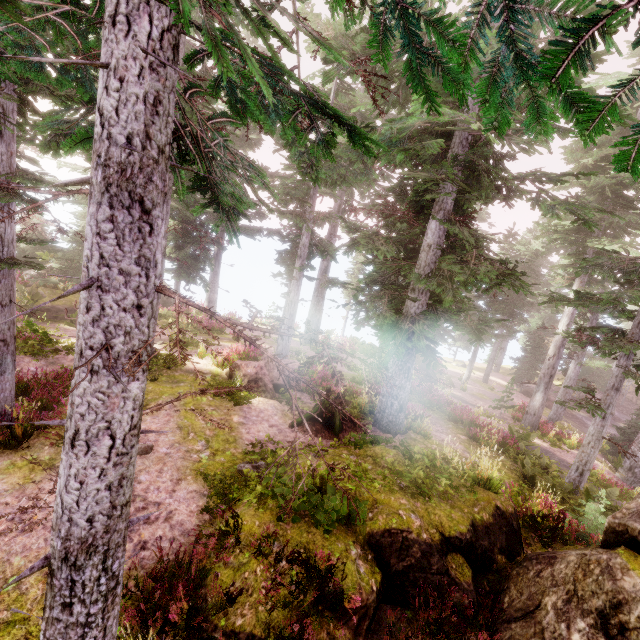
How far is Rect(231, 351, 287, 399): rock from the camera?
12.8m

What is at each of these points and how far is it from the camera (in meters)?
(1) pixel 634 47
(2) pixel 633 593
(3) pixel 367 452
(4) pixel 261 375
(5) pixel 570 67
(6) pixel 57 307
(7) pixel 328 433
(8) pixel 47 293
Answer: (1) instancedfoliageactor, 0.91
(2) rock, 4.93
(3) rock, 10.02
(4) rock, 13.01
(5) instancedfoliageactor, 1.04
(6) rock, 18.98
(7) tree trunk, 11.21
(8) rock, 19.44

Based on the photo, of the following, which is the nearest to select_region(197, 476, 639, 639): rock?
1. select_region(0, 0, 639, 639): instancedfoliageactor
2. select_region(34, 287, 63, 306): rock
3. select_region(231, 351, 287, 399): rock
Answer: select_region(0, 0, 639, 639): instancedfoliageactor

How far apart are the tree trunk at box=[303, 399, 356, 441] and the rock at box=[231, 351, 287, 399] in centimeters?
160cm

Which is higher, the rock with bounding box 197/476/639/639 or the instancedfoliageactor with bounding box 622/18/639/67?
the instancedfoliageactor with bounding box 622/18/639/67

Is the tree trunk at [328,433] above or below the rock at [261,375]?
below

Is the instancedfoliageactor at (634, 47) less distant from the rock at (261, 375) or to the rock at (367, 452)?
the rock at (367, 452)

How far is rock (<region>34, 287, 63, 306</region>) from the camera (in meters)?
18.87
